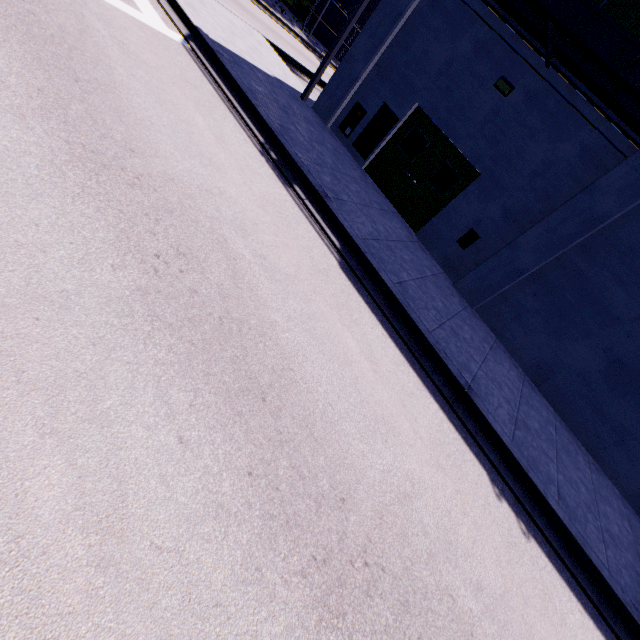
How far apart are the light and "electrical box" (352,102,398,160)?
2.54m

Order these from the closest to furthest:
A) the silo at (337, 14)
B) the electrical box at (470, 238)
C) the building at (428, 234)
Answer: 1. the building at (428, 234)
2. the electrical box at (470, 238)
3. the silo at (337, 14)

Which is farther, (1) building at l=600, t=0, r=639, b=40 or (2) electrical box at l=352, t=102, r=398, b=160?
(2) electrical box at l=352, t=102, r=398, b=160

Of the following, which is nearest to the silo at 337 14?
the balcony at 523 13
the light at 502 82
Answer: the balcony at 523 13

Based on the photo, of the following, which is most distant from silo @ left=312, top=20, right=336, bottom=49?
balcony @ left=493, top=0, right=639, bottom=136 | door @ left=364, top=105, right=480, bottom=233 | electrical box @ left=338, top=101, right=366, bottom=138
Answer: door @ left=364, top=105, right=480, bottom=233

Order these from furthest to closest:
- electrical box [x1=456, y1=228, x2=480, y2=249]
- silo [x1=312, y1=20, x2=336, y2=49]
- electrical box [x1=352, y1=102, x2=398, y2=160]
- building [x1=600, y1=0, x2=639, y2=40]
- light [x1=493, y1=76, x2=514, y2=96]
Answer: silo [x1=312, y1=20, x2=336, y2=49]
electrical box [x1=352, y1=102, x2=398, y2=160]
electrical box [x1=456, y1=228, x2=480, y2=249]
light [x1=493, y1=76, x2=514, y2=96]
building [x1=600, y1=0, x2=639, y2=40]

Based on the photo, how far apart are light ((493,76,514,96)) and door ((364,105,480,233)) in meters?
1.5

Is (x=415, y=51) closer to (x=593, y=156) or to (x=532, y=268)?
(x=593, y=156)
